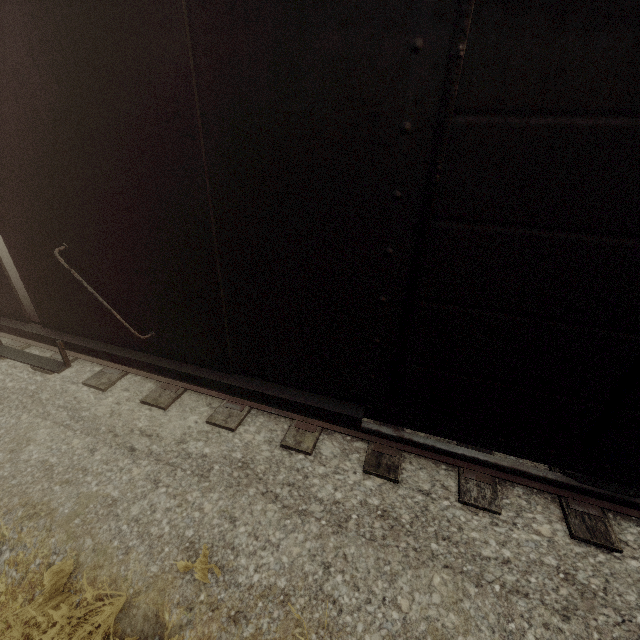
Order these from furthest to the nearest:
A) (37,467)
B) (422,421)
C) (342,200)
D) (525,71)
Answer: (37,467) → (422,421) → (342,200) → (525,71)
